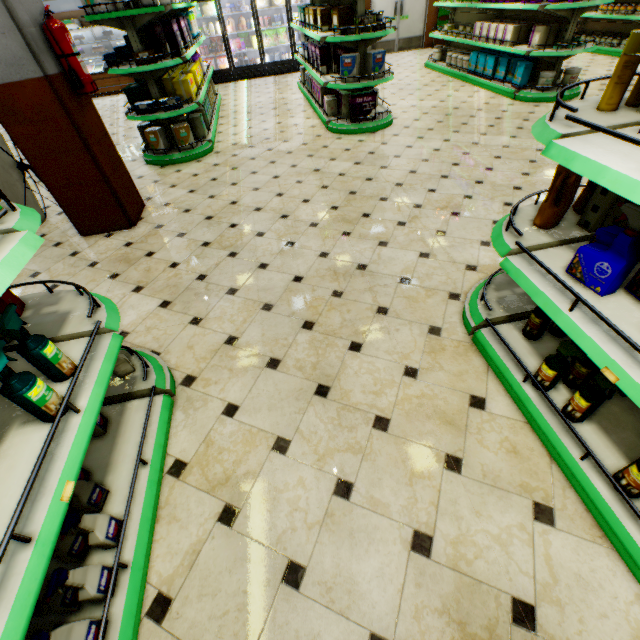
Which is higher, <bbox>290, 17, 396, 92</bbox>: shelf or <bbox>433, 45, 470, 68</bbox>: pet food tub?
<bbox>290, 17, 396, 92</bbox>: shelf

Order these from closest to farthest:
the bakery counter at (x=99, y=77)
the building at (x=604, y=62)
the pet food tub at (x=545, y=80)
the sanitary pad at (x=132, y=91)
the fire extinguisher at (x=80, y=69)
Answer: the fire extinguisher at (x=80, y=69), the sanitary pad at (x=132, y=91), the pet food tub at (x=545, y=80), the building at (x=604, y=62), the bakery counter at (x=99, y=77)

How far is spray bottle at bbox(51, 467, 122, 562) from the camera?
1.4m

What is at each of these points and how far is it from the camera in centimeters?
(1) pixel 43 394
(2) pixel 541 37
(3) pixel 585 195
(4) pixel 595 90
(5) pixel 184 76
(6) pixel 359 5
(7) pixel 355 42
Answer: (1) spray bottle, 126cm
(2) boxed pet food, 577cm
(3) fabric softener, 196cm
(4) building, 627cm
(5) diaper, 550cm
(6) shelf, 486cm
(7) shelf, 519cm

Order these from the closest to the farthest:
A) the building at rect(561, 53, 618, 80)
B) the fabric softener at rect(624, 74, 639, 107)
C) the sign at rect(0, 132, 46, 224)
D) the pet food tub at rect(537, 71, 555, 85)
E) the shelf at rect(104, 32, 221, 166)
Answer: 1. the fabric softener at rect(624, 74, 639, 107)
2. the sign at rect(0, 132, 46, 224)
3. the shelf at rect(104, 32, 221, 166)
4. the pet food tub at rect(537, 71, 555, 85)
5. the building at rect(561, 53, 618, 80)

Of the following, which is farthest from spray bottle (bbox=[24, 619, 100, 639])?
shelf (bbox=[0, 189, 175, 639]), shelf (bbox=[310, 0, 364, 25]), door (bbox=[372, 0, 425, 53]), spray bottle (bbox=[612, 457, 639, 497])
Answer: door (bbox=[372, 0, 425, 53])

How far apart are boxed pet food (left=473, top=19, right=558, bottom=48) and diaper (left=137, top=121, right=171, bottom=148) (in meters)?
6.73

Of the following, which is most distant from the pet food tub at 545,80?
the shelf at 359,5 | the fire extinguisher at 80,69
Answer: the fire extinguisher at 80,69
